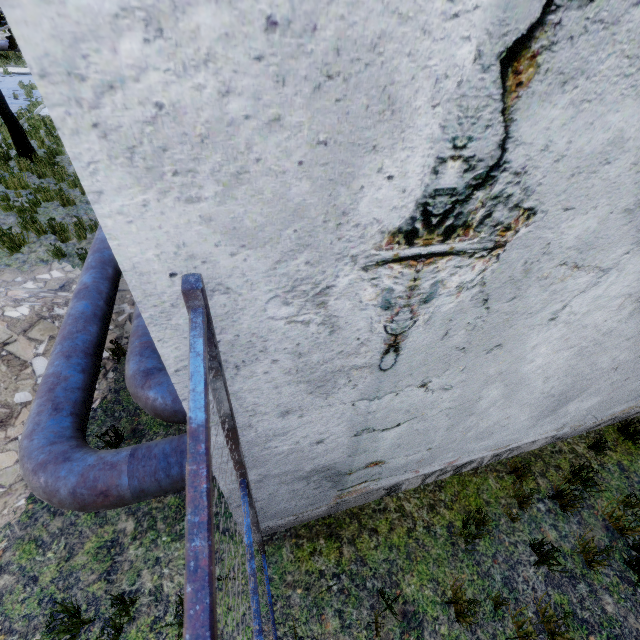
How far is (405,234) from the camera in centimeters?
133cm

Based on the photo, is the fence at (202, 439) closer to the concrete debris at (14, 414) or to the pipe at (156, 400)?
the pipe at (156, 400)

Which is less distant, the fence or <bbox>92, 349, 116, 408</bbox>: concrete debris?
the fence

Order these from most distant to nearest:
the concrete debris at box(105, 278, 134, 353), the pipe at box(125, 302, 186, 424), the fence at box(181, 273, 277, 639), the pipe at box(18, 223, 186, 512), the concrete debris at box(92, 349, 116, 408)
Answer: the concrete debris at box(105, 278, 134, 353) < the concrete debris at box(92, 349, 116, 408) < the pipe at box(125, 302, 186, 424) < the pipe at box(18, 223, 186, 512) < the fence at box(181, 273, 277, 639)

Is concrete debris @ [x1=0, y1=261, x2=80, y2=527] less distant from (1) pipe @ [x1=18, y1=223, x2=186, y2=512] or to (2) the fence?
(1) pipe @ [x1=18, y1=223, x2=186, y2=512]

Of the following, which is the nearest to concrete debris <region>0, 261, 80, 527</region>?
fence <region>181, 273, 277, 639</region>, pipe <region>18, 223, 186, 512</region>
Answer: pipe <region>18, 223, 186, 512</region>

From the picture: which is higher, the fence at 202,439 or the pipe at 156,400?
the fence at 202,439
